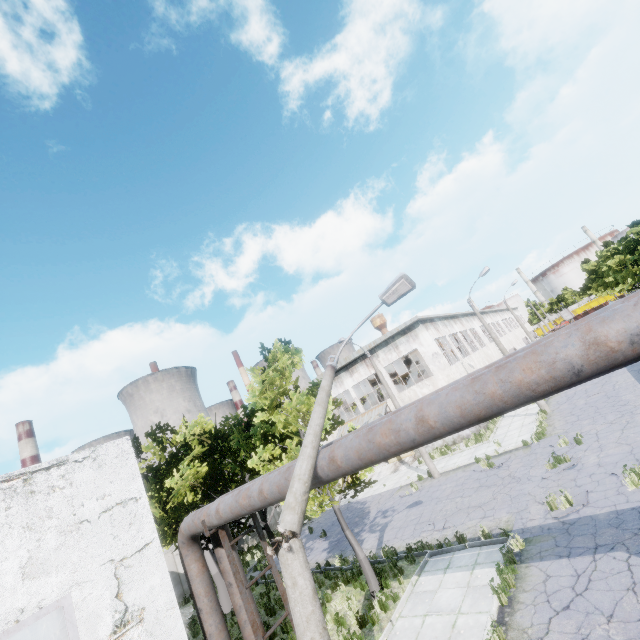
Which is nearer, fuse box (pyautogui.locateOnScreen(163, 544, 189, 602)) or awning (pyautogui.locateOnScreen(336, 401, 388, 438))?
fuse box (pyautogui.locateOnScreen(163, 544, 189, 602))

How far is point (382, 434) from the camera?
5.0m

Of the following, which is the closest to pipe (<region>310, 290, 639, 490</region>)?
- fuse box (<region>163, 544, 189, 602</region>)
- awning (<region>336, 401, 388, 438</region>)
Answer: fuse box (<region>163, 544, 189, 602</region>)

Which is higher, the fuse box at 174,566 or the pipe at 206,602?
the pipe at 206,602

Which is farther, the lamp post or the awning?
the awning

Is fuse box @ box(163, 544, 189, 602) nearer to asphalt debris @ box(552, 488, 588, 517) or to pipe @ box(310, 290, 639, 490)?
pipe @ box(310, 290, 639, 490)

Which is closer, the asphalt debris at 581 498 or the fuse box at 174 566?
the asphalt debris at 581 498

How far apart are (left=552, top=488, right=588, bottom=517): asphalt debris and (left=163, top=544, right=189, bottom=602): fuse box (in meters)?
23.44
